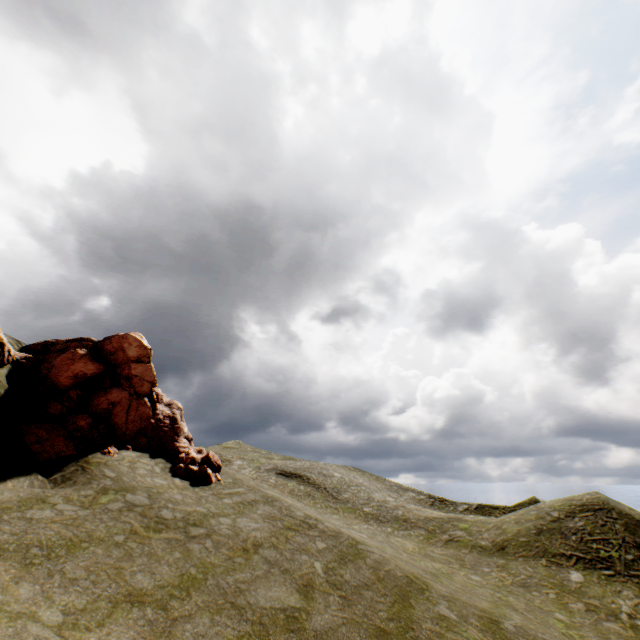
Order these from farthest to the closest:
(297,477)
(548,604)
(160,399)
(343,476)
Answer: (343,476) < (297,477) < (160,399) < (548,604)
